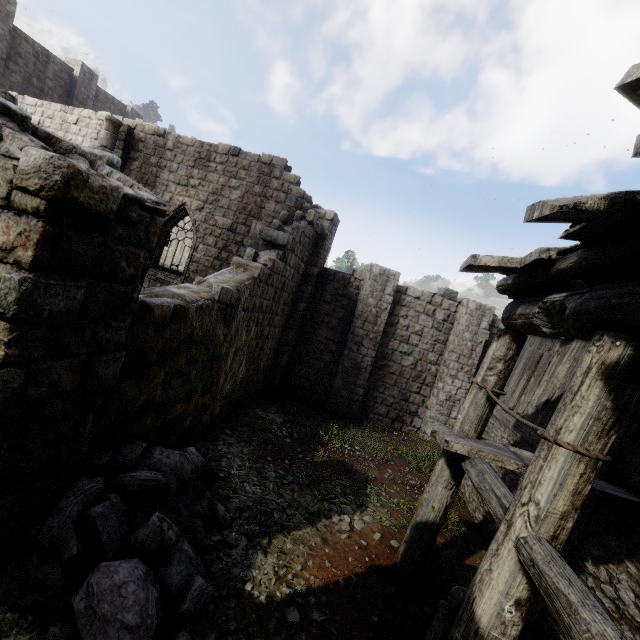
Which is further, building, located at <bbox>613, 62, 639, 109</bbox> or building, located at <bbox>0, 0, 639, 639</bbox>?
building, located at <bbox>0, 0, 639, 639</bbox>

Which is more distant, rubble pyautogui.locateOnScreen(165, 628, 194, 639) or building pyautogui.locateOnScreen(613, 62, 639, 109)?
rubble pyautogui.locateOnScreen(165, 628, 194, 639)

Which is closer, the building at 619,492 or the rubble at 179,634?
the building at 619,492

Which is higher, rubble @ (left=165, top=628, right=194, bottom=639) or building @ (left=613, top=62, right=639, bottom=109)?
building @ (left=613, top=62, right=639, bottom=109)

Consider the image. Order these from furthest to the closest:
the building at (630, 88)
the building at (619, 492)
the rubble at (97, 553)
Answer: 1. the rubble at (97, 553)
2. the building at (619, 492)
3. the building at (630, 88)

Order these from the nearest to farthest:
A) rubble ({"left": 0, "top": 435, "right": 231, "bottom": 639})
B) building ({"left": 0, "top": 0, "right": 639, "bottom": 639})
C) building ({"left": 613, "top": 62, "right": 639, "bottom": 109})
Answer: building ({"left": 613, "top": 62, "right": 639, "bottom": 109})
building ({"left": 0, "top": 0, "right": 639, "bottom": 639})
rubble ({"left": 0, "top": 435, "right": 231, "bottom": 639})

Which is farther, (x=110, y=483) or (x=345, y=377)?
(x=345, y=377)
